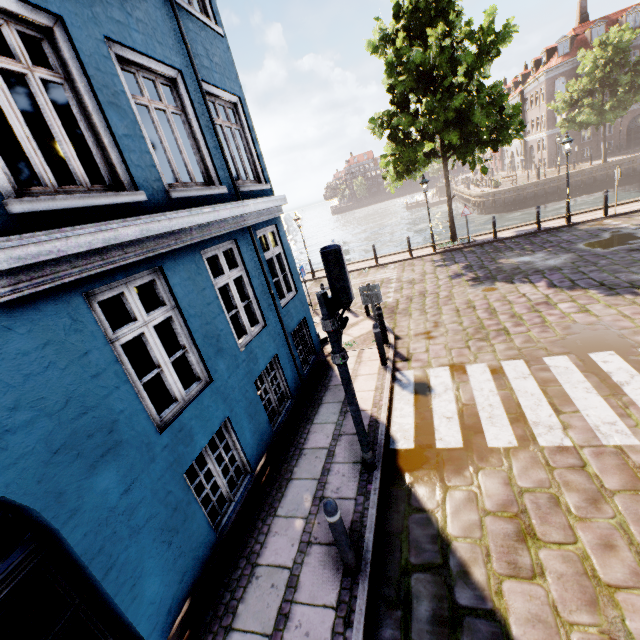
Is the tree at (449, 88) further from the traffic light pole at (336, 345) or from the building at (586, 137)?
the traffic light pole at (336, 345)

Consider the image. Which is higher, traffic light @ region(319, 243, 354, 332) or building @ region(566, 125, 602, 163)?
traffic light @ region(319, 243, 354, 332)

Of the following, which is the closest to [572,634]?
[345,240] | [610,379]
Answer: [610,379]

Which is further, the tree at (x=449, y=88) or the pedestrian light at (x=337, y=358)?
the tree at (x=449, y=88)

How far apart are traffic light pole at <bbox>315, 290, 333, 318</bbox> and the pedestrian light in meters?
0.1 m

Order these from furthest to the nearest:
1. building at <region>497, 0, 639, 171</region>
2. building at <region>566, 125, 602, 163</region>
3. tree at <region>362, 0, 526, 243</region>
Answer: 1. building at <region>566, 125, 602, 163</region>
2. building at <region>497, 0, 639, 171</region>
3. tree at <region>362, 0, 526, 243</region>

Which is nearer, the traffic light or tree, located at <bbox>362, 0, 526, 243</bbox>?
the traffic light

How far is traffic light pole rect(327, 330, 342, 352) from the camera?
4.21m
